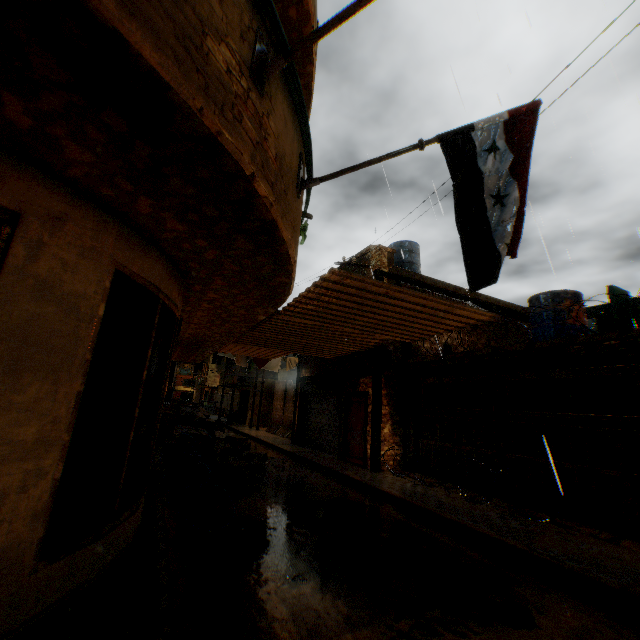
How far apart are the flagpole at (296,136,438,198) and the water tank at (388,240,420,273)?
11.8 meters

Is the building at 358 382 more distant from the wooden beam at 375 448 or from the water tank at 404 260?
the water tank at 404 260

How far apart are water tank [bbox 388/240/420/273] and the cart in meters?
10.2

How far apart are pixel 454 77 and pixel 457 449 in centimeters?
→ 882cm

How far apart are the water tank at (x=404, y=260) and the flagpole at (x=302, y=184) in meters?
11.8 m

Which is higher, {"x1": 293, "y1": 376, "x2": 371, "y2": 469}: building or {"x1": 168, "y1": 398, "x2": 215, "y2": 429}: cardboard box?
{"x1": 293, "y1": 376, "x2": 371, "y2": 469}: building

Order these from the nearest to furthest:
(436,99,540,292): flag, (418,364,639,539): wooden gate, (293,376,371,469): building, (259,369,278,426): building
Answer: (436,99,540,292): flag, (418,364,639,539): wooden gate, (293,376,371,469): building, (259,369,278,426): building

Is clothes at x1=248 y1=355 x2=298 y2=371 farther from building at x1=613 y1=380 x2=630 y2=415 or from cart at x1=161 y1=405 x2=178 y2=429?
cart at x1=161 y1=405 x2=178 y2=429
